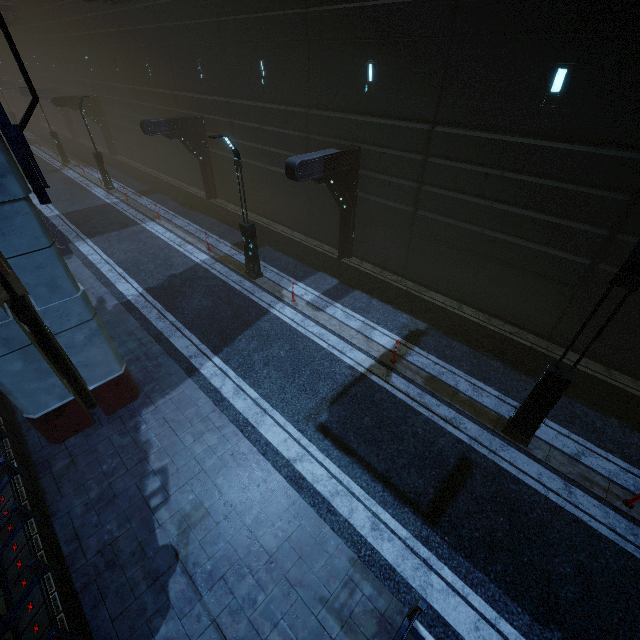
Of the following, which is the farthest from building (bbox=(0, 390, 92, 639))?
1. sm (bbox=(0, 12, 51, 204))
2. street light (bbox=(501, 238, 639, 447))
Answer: street light (bbox=(501, 238, 639, 447))

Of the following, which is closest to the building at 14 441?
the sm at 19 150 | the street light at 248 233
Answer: the sm at 19 150

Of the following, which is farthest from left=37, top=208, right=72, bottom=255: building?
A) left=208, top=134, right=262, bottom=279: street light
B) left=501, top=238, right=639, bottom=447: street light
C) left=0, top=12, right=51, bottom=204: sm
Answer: left=501, top=238, right=639, bottom=447: street light

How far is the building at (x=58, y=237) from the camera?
15.3m

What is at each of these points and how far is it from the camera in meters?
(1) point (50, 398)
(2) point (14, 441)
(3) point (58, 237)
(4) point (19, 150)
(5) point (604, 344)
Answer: (1) sm, 7.4 m
(2) building, 7.6 m
(3) building, 16.2 m
(4) sm, 5.5 m
(5) building, 10.3 m

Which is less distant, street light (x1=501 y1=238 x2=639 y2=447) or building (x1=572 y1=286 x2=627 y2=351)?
street light (x1=501 y1=238 x2=639 y2=447)

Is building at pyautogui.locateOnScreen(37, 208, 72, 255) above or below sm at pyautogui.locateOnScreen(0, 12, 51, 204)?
below
